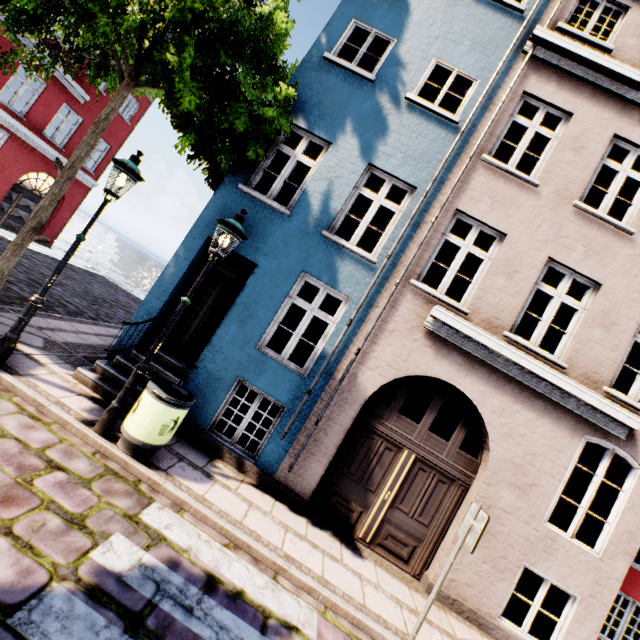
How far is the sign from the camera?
4.0 meters

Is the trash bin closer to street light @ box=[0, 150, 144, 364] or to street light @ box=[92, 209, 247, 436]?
street light @ box=[92, 209, 247, 436]

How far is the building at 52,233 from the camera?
16.9 meters

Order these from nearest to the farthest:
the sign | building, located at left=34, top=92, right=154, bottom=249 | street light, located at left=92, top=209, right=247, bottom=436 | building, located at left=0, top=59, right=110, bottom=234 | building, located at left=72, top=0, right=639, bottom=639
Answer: the sign < street light, located at left=92, top=209, right=247, bottom=436 < building, located at left=72, top=0, right=639, bottom=639 < building, located at left=0, top=59, right=110, bottom=234 < building, located at left=34, top=92, right=154, bottom=249

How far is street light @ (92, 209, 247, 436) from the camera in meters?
4.6

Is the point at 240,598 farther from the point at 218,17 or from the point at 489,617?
the point at 218,17

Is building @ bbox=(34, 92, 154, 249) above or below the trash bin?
above

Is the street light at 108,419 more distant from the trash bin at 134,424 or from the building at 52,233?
the building at 52,233
